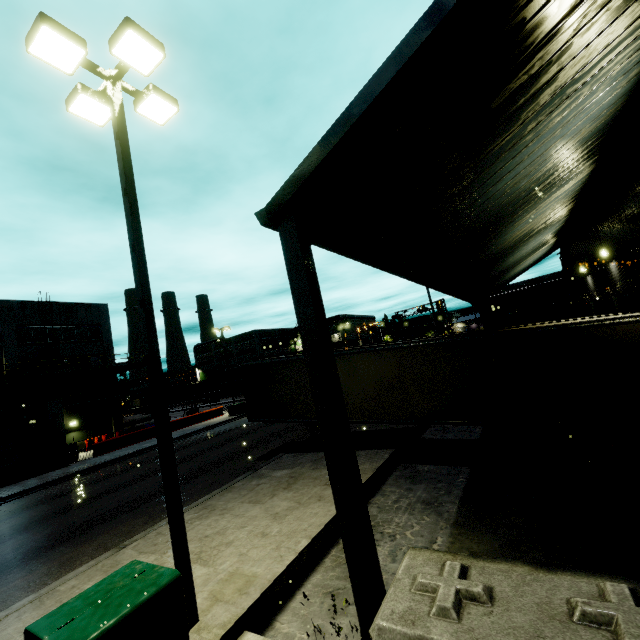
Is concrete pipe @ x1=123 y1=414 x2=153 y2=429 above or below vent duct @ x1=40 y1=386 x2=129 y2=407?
below

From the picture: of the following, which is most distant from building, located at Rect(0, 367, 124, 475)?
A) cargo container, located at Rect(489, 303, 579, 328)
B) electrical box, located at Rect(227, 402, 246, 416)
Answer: electrical box, located at Rect(227, 402, 246, 416)

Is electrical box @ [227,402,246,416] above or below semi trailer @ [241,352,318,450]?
below

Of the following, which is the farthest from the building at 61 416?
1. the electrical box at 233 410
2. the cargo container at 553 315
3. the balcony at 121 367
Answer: the electrical box at 233 410

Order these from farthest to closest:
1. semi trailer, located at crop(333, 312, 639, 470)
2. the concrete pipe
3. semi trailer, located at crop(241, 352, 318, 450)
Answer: the concrete pipe
semi trailer, located at crop(241, 352, 318, 450)
semi trailer, located at crop(333, 312, 639, 470)

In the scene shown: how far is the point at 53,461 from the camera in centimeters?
2281cm

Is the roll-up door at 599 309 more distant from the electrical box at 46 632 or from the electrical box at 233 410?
the electrical box at 46 632

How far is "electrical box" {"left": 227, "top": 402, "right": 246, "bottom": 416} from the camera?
32.84m
